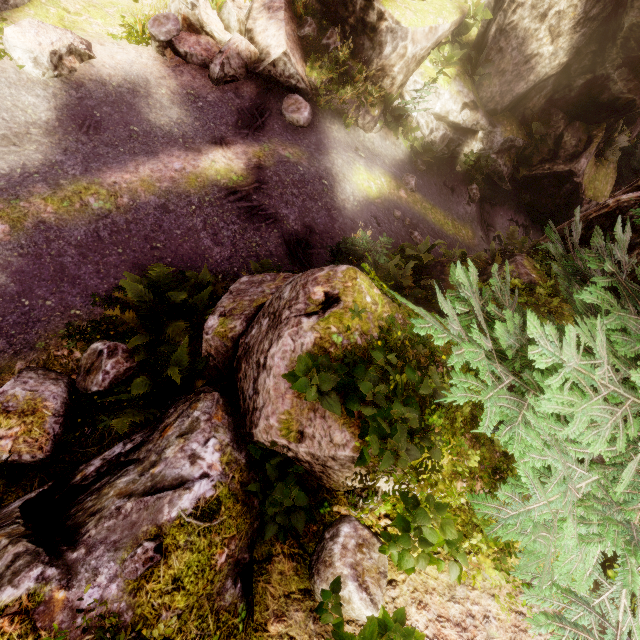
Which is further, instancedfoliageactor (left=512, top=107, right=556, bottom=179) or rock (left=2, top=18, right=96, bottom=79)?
instancedfoliageactor (left=512, top=107, right=556, bottom=179)

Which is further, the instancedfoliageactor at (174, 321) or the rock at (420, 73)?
the rock at (420, 73)

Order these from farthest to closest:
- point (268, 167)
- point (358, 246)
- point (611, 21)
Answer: point (611, 21)
point (268, 167)
point (358, 246)

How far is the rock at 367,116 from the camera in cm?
1067

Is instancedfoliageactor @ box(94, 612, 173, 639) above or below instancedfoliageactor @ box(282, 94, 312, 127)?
above

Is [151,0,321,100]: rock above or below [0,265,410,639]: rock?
below

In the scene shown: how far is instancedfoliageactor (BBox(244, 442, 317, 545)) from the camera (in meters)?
3.24

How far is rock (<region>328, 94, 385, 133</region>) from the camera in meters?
10.7 m
